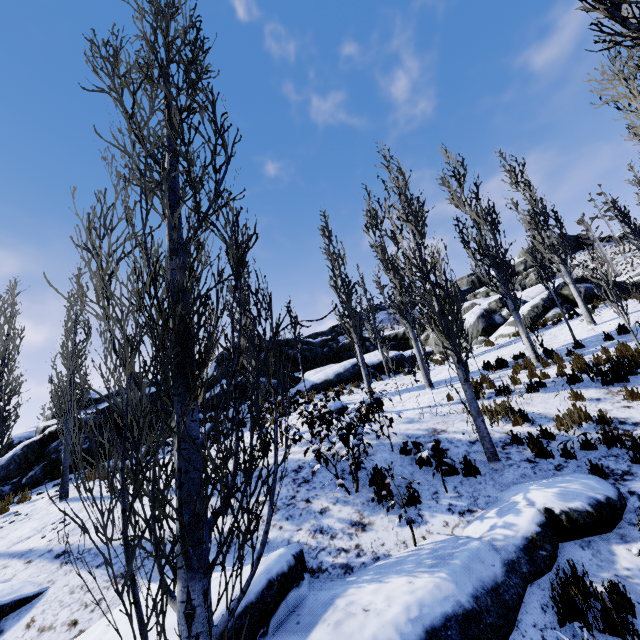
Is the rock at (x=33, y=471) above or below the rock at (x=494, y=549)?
above

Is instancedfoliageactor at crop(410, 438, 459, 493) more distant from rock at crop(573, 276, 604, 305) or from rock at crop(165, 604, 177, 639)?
rock at crop(573, 276, 604, 305)

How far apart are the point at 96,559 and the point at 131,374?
6.55m

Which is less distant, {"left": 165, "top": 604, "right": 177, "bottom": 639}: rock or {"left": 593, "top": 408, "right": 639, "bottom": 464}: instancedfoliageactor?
{"left": 165, "top": 604, "right": 177, "bottom": 639}: rock

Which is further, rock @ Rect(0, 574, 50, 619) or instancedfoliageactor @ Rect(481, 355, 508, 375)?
instancedfoliageactor @ Rect(481, 355, 508, 375)

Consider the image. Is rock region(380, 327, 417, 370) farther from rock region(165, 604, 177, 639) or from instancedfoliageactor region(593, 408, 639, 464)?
rock region(165, 604, 177, 639)

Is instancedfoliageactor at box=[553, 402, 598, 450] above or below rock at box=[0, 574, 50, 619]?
above

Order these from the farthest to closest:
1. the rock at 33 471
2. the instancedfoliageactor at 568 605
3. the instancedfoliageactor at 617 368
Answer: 1. the rock at 33 471
2. the instancedfoliageactor at 617 368
3. the instancedfoliageactor at 568 605
